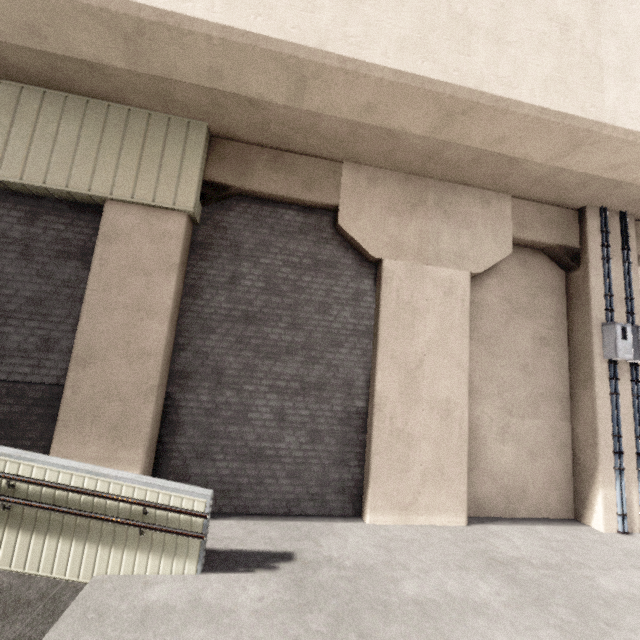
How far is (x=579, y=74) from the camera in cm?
541

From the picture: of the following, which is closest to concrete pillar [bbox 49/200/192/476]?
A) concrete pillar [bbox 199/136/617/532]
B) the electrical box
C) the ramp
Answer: concrete pillar [bbox 199/136/617/532]

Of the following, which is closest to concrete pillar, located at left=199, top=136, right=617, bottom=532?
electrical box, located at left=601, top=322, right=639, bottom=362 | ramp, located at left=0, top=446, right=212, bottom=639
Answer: electrical box, located at left=601, top=322, right=639, bottom=362

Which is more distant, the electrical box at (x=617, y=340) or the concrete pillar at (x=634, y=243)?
the concrete pillar at (x=634, y=243)

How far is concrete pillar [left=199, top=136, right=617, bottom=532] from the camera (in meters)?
6.06

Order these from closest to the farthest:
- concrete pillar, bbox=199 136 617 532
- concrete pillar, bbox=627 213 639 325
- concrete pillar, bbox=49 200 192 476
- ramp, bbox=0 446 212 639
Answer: ramp, bbox=0 446 212 639, concrete pillar, bbox=49 200 192 476, concrete pillar, bbox=199 136 617 532, concrete pillar, bbox=627 213 639 325

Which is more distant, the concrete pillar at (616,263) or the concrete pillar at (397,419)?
the concrete pillar at (616,263)
